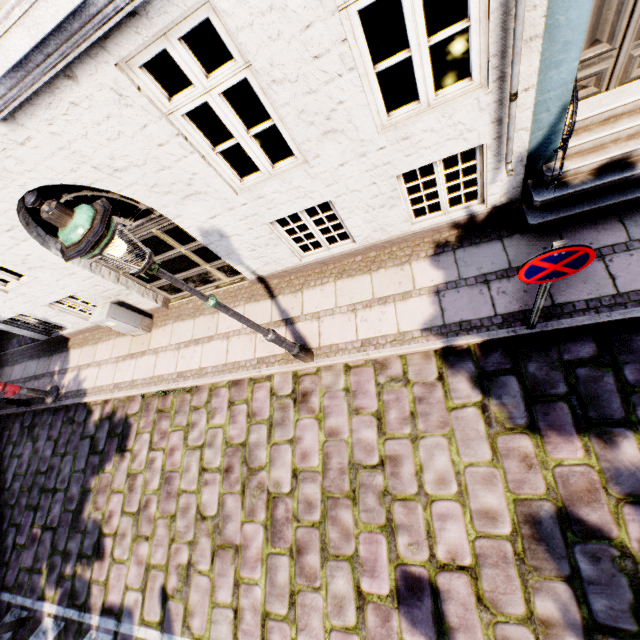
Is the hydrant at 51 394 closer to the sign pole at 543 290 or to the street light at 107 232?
the street light at 107 232

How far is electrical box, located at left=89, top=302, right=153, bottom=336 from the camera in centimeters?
672cm

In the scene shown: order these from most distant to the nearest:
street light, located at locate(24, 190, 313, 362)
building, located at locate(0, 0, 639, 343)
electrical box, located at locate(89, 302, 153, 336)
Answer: electrical box, located at locate(89, 302, 153, 336) → building, located at locate(0, 0, 639, 343) → street light, located at locate(24, 190, 313, 362)

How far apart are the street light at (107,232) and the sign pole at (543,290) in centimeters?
305cm

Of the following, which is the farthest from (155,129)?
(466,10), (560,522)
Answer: (560,522)

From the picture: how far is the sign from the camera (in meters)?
2.51

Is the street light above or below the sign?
above

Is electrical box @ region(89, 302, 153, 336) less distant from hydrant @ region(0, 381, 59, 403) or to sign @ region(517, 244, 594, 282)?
hydrant @ region(0, 381, 59, 403)
